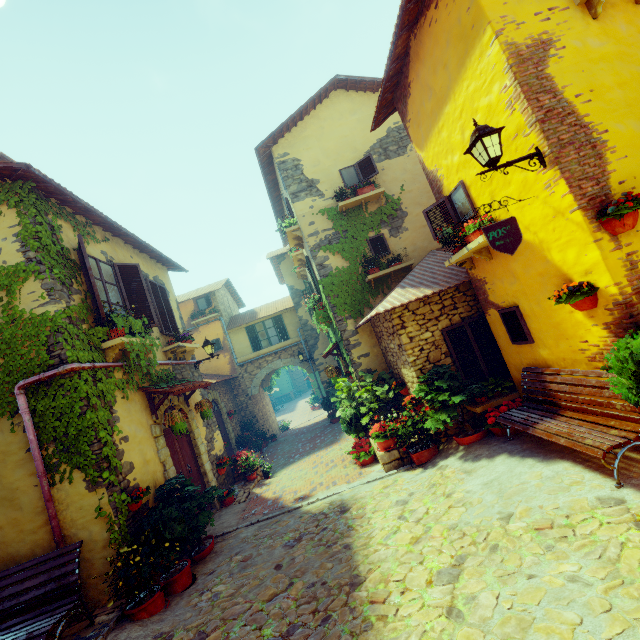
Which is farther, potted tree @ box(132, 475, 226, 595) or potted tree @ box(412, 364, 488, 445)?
potted tree @ box(412, 364, 488, 445)

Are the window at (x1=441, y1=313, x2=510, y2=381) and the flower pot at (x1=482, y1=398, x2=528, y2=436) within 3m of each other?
yes

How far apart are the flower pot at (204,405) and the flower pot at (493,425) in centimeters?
657cm

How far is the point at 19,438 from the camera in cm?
512

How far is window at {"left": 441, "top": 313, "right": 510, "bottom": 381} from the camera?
7.02m

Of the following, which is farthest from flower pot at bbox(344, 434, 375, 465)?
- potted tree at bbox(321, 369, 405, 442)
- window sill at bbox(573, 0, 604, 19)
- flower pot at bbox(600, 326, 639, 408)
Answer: window sill at bbox(573, 0, 604, 19)

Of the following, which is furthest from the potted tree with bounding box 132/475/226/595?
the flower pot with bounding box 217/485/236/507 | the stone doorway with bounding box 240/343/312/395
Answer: the stone doorway with bounding box 240/343/312/395

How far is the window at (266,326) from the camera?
18.0m
